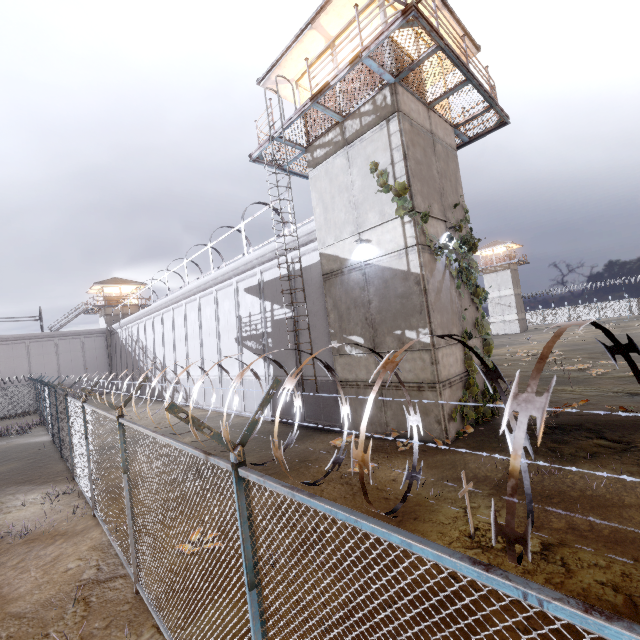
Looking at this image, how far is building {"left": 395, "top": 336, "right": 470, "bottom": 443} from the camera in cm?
908

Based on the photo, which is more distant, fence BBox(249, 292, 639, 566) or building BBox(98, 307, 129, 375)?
building BBox(98, 307, 129, 375)

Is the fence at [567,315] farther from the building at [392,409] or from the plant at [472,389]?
the plant at [472,389]

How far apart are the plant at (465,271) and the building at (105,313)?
44.07m

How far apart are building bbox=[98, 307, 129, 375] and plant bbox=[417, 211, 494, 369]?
44.1 meters

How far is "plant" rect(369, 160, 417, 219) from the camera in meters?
9.2

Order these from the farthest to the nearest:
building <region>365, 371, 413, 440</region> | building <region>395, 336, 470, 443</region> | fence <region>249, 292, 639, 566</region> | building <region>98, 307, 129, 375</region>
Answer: building <region>98, 307, 129, 375</region>, building <region>365, 371, 413, 440</region>, building <region>395, 336, 470, 443</region>, fence <region>249, 292, 639, 566</region>

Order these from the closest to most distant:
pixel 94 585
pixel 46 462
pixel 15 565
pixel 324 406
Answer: pixel 94 585 → pixel 15 565 → pixel 324 406 → pixel 46 462
